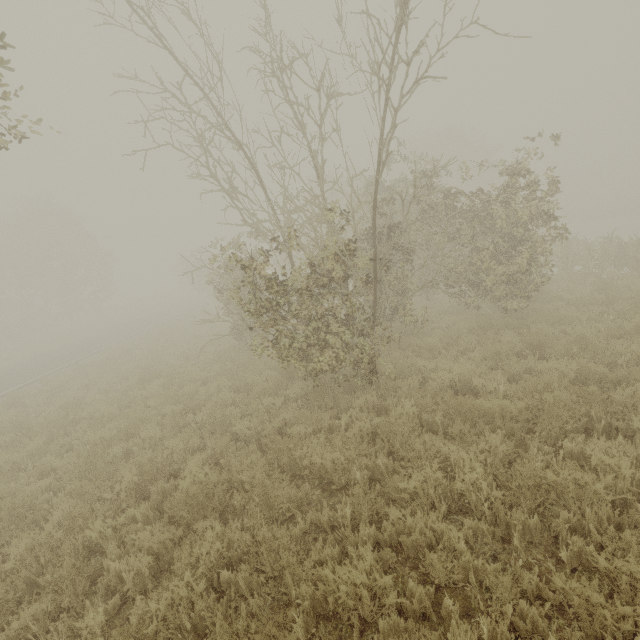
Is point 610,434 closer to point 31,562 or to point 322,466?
point 322,466

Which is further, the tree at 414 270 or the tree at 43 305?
the tree at 43 305

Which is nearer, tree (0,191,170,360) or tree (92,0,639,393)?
tree (92,0,639,393)
